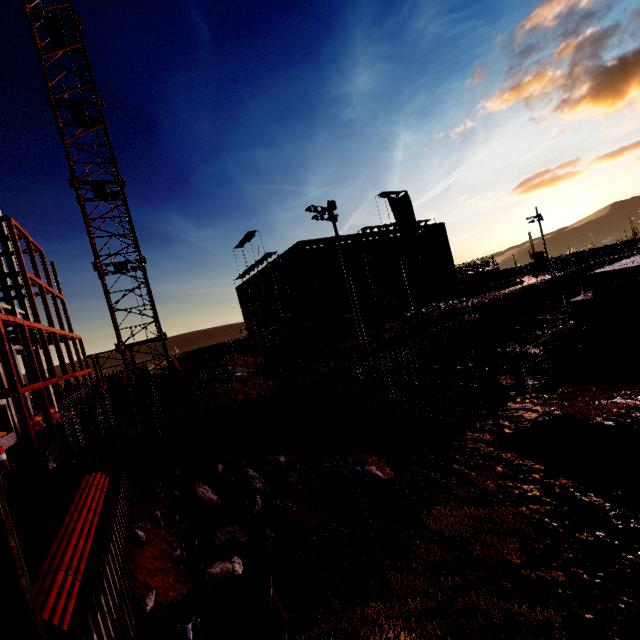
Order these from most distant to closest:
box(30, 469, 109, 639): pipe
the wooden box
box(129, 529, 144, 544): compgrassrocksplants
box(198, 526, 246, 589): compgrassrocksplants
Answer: the wooden box < box(129, 529, 144, 544): compgrassrocksplants < box(198, 526, 246, 589): compgrassrocksplants < box(30, 469, 109, 639): pipe

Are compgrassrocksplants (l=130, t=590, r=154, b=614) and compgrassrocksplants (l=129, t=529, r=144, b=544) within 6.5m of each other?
yes

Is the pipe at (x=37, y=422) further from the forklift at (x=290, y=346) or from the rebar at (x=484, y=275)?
the rebar at (x=484, y=275)

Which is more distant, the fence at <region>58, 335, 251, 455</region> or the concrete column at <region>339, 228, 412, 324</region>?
the concrete column at <region>339, 228, 412, 324</region>

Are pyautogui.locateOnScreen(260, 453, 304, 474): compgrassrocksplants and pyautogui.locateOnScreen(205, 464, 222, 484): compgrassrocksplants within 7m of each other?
yes

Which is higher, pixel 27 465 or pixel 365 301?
pixel 365 301

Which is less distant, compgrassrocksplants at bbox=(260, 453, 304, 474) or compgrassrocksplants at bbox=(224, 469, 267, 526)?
compgrassrocksplants at bbox=(224, 469, 267, 526)

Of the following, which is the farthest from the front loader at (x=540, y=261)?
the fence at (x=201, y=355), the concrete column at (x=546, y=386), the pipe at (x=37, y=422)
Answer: the pipe at (x=37, y=422)
